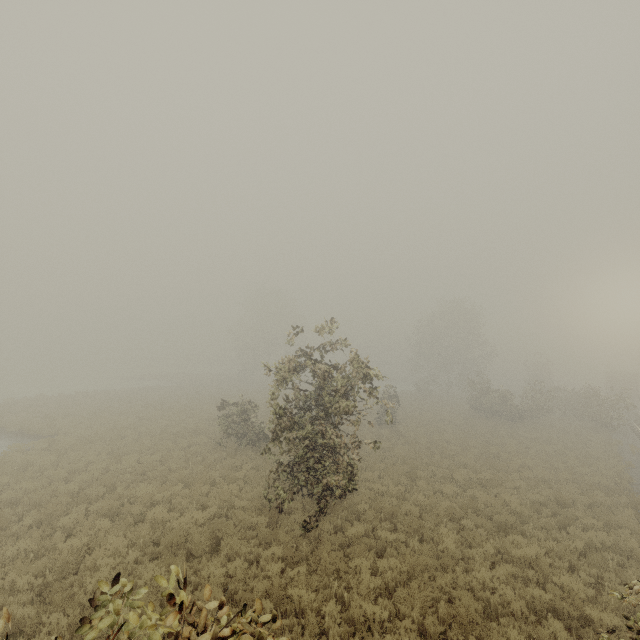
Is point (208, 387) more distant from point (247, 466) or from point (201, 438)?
point (247, 466)

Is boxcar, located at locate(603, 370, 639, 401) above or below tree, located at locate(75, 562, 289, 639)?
above

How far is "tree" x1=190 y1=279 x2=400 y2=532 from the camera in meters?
9.8

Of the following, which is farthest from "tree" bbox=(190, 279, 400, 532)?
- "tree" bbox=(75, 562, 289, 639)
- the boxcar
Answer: the boxcar

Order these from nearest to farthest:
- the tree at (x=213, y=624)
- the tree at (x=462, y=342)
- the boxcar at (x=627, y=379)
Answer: the tree at (x=213, y=624) → the tree at (x=462, y=342) → the boxcar at (x=627, y=379)

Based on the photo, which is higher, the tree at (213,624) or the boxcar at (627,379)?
the boxcar at (627,379)
